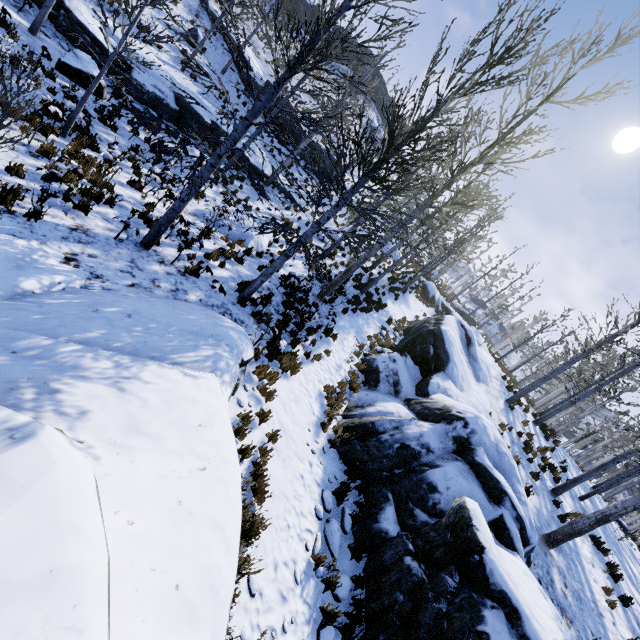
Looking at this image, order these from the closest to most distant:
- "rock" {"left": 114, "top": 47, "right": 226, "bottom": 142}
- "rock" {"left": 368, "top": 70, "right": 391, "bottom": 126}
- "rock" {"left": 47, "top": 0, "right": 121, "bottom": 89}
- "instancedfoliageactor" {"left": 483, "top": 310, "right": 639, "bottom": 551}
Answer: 1. "instancedfoliageactor" {"left": 483, "top": 310, "right": 639, "bottom": 551}
2. "rock" {"left": 47, "top": 0, "right": 121, "bottom": 89}
3. "rock" {"left": 114, "top": 47, "right": 226, "bottom": 142}
4. "rock" {"left": 368, "top": 70, "right": 391, "bottom": 126}

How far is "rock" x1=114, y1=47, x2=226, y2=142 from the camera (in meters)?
14.23

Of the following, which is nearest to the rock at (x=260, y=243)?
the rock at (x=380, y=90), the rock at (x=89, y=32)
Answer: the rock at (x=89, y=32)

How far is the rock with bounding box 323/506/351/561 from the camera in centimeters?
585cm

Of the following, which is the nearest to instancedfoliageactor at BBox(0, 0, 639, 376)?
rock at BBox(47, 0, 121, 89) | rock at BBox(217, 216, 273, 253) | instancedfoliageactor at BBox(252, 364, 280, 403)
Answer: rock at BBox(217, 216, 273, 253)

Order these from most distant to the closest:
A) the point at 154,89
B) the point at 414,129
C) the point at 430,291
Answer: the point at 430,291
the point at 154,89
the point at 414,129

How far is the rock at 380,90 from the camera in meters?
51.9 m
